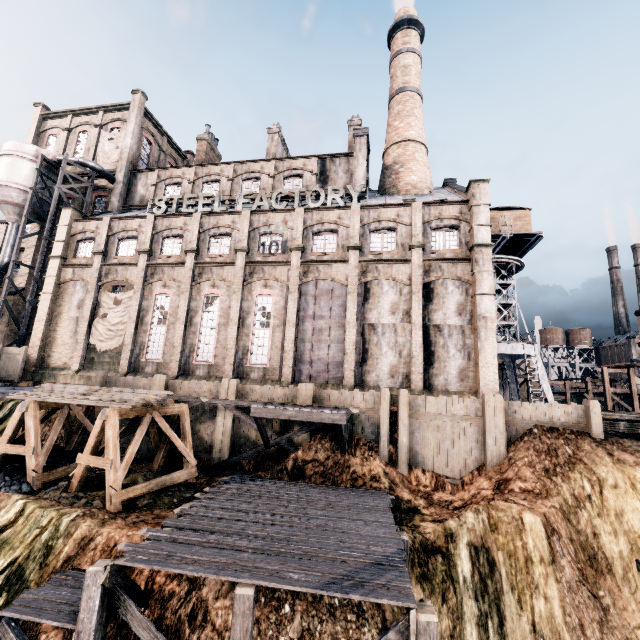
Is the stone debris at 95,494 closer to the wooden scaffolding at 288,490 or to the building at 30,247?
the wooden scaffolding at 288,490

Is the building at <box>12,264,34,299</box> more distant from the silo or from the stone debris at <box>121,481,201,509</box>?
the stone debris at <box>121,481,201,509</box>

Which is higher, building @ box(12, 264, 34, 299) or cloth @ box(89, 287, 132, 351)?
building @ box(12, 264, 34, 299)

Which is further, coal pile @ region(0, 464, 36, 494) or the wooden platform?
the wooden platform

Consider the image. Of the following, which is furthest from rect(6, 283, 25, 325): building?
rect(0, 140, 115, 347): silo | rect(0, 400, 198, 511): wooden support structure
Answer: rect(0, 400, 198, 511): wooden support structure

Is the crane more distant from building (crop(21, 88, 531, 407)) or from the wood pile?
the wood pile

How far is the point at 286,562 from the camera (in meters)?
9.02

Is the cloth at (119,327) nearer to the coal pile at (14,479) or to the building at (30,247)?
the building at (30,247)
